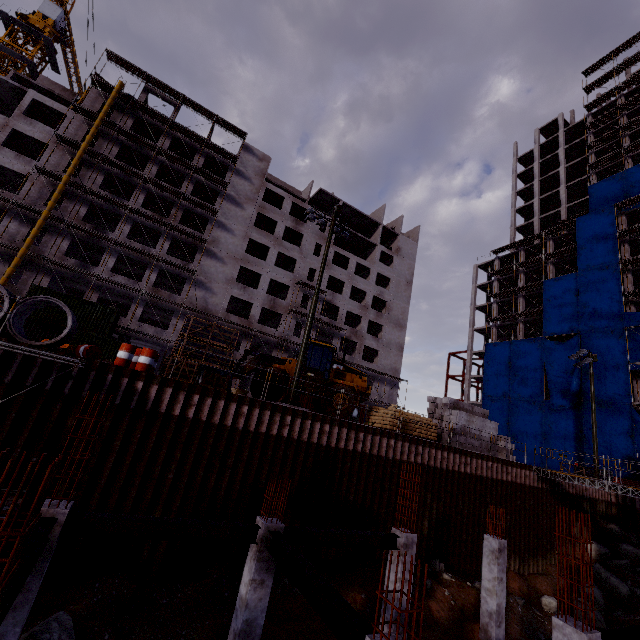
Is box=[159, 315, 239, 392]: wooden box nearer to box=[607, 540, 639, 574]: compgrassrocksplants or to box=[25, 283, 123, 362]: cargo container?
box=[25, 283, 123, 362]: cargo container

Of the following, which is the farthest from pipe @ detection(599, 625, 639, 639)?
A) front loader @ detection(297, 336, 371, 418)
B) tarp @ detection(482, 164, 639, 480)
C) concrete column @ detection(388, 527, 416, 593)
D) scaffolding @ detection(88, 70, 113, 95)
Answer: tarp @ detection(482, 164, 639, 480)

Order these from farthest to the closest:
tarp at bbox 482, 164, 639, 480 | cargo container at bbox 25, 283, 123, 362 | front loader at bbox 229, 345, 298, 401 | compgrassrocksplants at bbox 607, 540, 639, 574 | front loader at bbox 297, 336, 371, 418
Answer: tarp at bbox 482, 164, 639, 480
cargo container at bbox 25, 283, 123, 362
compgrassrocksplants at bbox 607, 540, 639, 574
front loader at bbox 297, 336, 371, 418
front loader at bbox 229, 345, 298, 401

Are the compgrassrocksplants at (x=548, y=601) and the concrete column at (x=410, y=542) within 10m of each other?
no

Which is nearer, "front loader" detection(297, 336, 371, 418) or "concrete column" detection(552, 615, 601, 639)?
"concrete column" detection(552, 615, 601, 639)

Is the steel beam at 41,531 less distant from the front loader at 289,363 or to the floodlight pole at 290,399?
the floodlight pole at 290,399

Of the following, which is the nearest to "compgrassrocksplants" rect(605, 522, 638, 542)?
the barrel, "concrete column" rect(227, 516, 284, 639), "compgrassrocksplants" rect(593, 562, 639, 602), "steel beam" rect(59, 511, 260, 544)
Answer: "compgrassrocksplants" rect(593, 562, 639, 602)

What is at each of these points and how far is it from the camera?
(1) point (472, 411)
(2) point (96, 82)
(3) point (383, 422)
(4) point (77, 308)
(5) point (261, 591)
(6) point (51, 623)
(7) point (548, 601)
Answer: →
(1) concrete beam, 21.8m
(2) scaffolding, 33.9m
(3) bagged concrete mix, 18.3m
(4) cargo container, 26.2m
(5) concrete column, 8.1m
(6) compgrassrocksplants, 7.2m
(7) compgrassrocksplants, 16.7m
